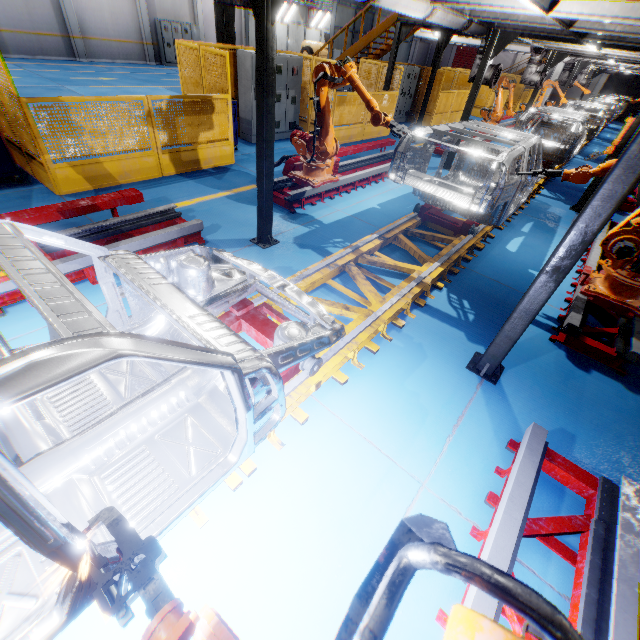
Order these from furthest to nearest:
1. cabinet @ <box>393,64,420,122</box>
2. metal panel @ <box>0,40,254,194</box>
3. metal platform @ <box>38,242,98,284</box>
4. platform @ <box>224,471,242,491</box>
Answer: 1. cabinet @ <box>393,64,420,122</box>
2. metal panel @ <box>0,40,254,194</box>
3. metal platform @ <box>38,242,98,284</box>
4. platform @ <box>224,471,242,491</box>

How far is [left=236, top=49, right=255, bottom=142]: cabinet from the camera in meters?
8.7 m

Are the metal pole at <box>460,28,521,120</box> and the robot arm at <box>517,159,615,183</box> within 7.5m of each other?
yes

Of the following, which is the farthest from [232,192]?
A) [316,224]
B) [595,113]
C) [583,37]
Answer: [595,113]

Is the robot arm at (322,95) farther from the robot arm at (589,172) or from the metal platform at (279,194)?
the robot arm at (589,172)

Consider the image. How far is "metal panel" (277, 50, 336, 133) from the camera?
9.9m

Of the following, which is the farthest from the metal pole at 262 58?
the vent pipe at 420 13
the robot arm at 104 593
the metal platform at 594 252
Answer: the metal platform at 594 252

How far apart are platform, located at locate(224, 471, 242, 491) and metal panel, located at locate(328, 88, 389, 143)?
4.6 meters
